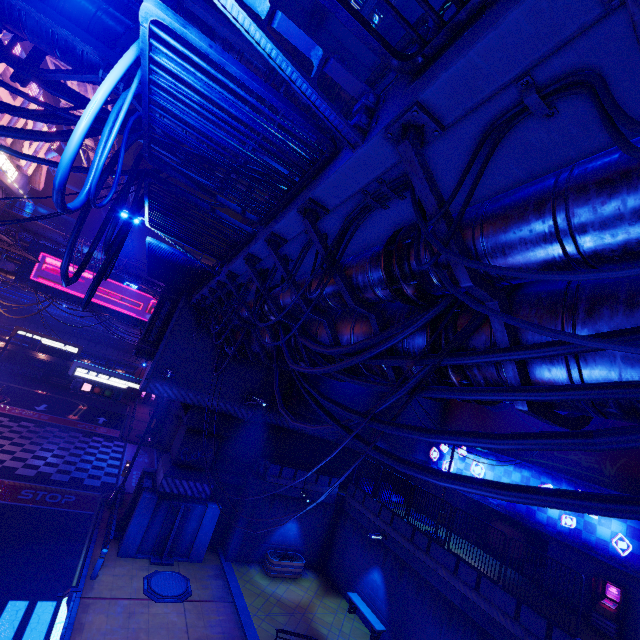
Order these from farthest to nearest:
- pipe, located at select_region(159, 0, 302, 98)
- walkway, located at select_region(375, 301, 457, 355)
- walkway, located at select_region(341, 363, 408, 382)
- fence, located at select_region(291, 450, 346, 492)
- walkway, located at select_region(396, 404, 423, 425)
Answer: walkway, located at select_region(396, 404, 423, 425), fence, located at select_region(291, 450, 346, 492), pipe, located at select_region(159, 0, 302, 98), walkway, located at select_region(341, 363, 408, 382), walkway, located at select_region(375, 301, 457, 355)

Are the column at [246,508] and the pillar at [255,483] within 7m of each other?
yes

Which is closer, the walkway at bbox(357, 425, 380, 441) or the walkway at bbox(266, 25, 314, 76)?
the walkway at bbox(266, 25, 314, 76)

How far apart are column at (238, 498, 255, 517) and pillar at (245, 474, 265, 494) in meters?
0.0

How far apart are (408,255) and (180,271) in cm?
1050

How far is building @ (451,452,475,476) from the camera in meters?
21.0 m

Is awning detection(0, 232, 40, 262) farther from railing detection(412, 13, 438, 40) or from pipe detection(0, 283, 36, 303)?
pipe detection(0, 283, 36, 303)

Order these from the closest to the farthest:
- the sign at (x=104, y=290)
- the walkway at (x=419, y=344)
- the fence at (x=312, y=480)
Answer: the walkway at (x=419, y=344), the fence at (x=312, y=480), the sign at (x=104, y=290)
